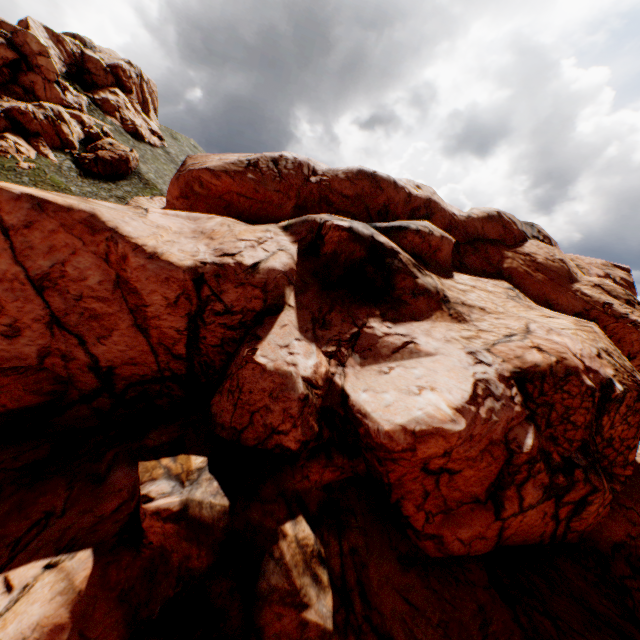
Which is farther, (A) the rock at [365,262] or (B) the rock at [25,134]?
(B) the rock at [25,134]

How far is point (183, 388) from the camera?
16.9 meters

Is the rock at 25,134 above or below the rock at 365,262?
above

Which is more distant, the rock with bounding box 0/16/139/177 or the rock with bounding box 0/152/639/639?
the rock with bounding box 0/16/139/177

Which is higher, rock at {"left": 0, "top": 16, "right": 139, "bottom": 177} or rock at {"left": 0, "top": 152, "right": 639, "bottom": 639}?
rock at {"left": 0, "top": 16, "right": 139, "bottom": 177}
